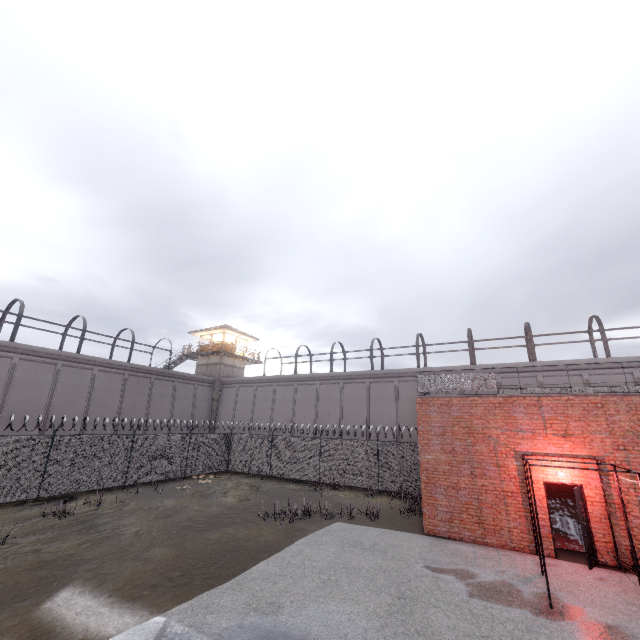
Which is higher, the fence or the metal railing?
the metal railing

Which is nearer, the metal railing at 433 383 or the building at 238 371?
the metal railing at 433 383

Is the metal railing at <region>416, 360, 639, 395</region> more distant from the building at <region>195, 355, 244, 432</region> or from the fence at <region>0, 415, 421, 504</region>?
the building at <region>195, 355, 244, 432</region>

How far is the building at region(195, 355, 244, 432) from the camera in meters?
35.1 m

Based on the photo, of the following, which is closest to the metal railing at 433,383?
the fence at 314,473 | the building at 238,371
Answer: the fence at 314,473

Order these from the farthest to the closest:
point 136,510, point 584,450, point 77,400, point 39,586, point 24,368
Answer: point 77,400 < point 24,368 < point 136,510 < point 584,450 < point 39,586

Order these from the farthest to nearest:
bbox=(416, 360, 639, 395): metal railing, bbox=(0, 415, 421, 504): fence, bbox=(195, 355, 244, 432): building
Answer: bbox=(195, 355, 244, 432): building < bbox=(0, 415, 421, 504): fence < bbox=(416, 360, 639, 395): metal railing
